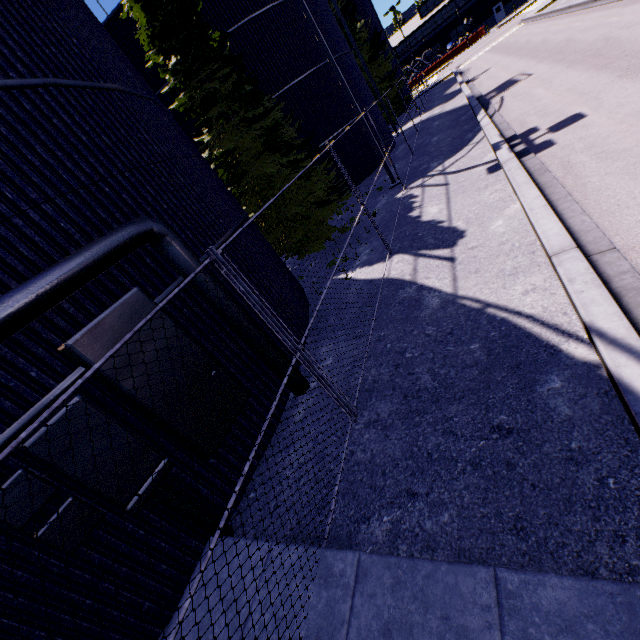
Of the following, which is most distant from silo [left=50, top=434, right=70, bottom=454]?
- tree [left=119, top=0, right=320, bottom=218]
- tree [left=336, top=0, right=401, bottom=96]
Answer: tree [left=119, top=0, right=320, bottom=218]

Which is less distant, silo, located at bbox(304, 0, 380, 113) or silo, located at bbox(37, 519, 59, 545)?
silo, located at bbox(37, 519, 59, 545)

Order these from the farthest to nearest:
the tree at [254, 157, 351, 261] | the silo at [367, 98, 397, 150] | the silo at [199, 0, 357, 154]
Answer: the silo at [367, 98, 397, 150] → the silo at [199, 0, 357, 154] → the tree at [254, 157, 351, 261]

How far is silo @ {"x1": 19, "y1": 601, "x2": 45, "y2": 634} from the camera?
3.2m

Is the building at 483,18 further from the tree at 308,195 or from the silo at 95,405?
the tree at 308,195

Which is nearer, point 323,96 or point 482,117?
point 482,117

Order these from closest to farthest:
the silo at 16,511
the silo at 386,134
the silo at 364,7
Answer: the silo at 16,511, the silo at 386,134, the silo at 364,7
